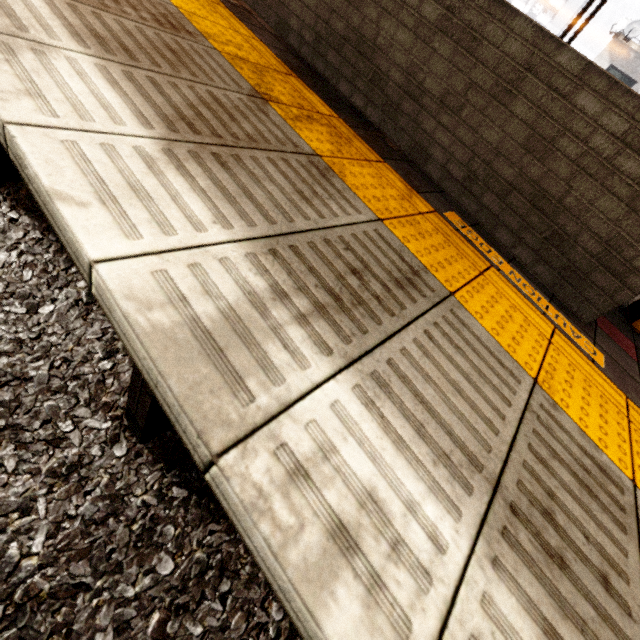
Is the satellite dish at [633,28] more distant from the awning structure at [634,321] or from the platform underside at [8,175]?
the platform underside at [8,175]

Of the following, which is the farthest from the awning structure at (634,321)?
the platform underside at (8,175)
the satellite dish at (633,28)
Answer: the satellite dish at (633,28)

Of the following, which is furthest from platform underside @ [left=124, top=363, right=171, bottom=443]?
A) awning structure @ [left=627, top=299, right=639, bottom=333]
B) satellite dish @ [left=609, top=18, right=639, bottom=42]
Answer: satellite dish @ [left=609, top=18, right=639, bottom=42]

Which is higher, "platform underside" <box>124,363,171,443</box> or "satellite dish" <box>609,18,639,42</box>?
"satellite dish" <box>609,18,639,42</box>

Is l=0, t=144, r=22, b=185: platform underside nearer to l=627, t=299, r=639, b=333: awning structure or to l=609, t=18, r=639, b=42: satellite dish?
l=627, t=299, r=639, b=333: awning structure

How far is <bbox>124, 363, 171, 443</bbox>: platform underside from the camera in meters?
1.3

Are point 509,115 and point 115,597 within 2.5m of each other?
no
